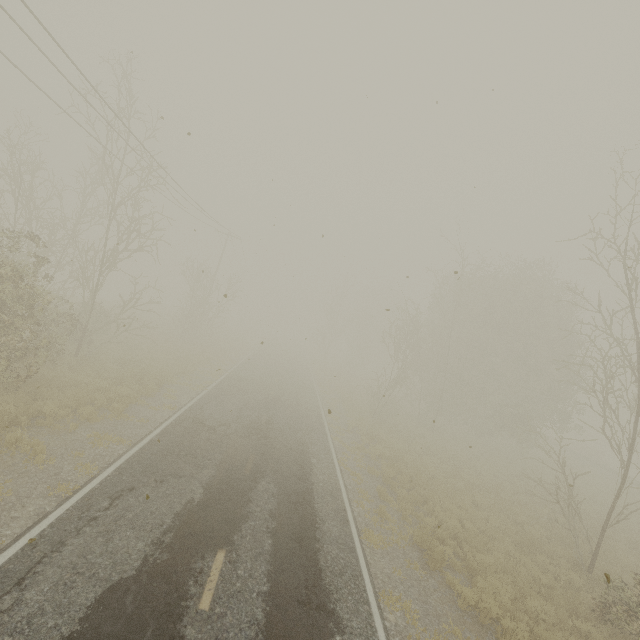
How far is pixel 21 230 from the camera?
11.13m
